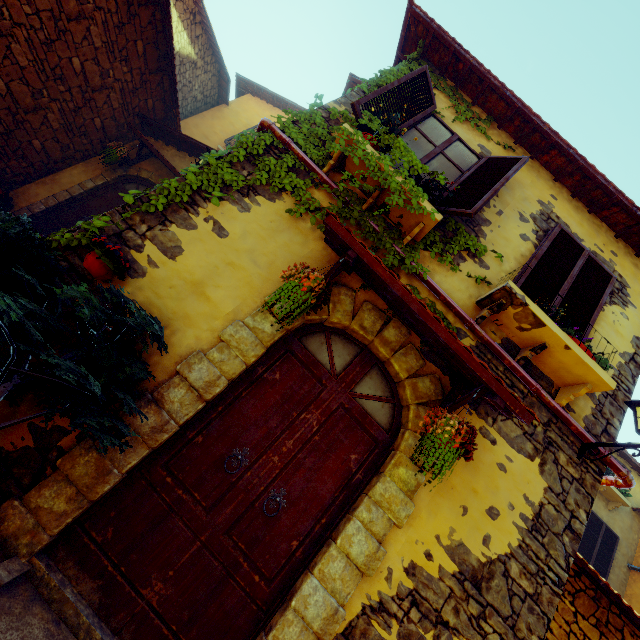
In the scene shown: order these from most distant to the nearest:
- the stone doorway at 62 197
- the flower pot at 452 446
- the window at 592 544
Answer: the window at 592 544 < the stone doorway at 62 197 < the flower pot at 452 446

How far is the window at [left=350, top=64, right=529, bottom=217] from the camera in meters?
3.9

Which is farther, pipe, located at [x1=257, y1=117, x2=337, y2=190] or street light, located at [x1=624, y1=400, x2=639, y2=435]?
pipe, located at [x1=257, y1=117, x2=337, y2=190]

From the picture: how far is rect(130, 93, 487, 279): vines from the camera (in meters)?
3.35

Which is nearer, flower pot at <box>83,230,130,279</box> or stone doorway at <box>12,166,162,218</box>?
flower pot at <box>83,230,130,279</box>

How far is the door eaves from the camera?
2.7 meters

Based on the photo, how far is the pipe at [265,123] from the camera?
3.8m

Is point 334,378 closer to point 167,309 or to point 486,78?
point 167,309
